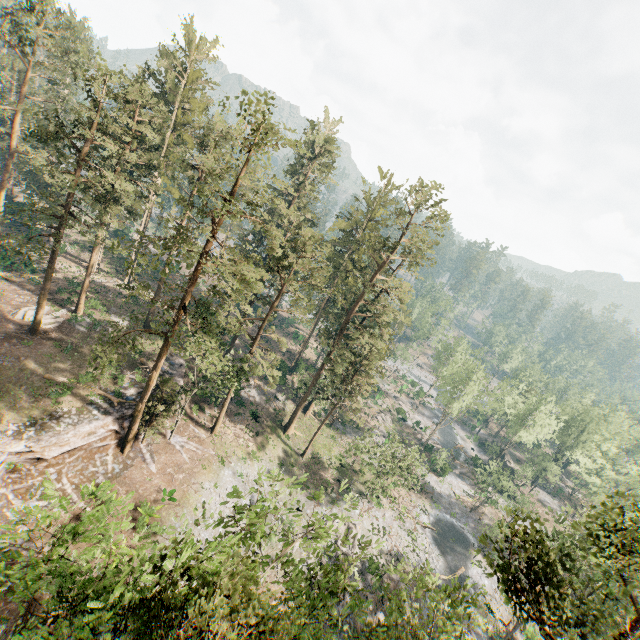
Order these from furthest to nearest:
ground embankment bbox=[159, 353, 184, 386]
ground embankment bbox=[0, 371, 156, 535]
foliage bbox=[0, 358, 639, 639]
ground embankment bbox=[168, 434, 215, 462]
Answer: ground embankment bbox=[159, 353, 184, 386], ground embankment bbox=[168, 434, 215, 462], ground embankment bbox=[0, 371, 156, 535], foliage bbox=[0, 358, 639, 639]

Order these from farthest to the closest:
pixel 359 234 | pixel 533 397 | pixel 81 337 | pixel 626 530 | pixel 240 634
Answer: pixel 533 397, pixel 359 234, pixel 81 337, pixel 240 634, pixel 626 530

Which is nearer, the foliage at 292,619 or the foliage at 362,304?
the foliage at 292,619

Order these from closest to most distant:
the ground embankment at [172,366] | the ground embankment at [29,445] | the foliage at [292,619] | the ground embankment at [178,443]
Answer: the foliage at [292,619] < the ground embankment at [29,445] < the ground embankment at [178,443] < the ground embankment at [172,366]

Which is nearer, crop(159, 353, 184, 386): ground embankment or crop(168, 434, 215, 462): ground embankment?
crop(168, 434, 215, 462): ground embankment

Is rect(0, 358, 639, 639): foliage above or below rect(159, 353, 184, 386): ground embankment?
above

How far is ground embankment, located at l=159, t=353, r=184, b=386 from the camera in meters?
35.4
